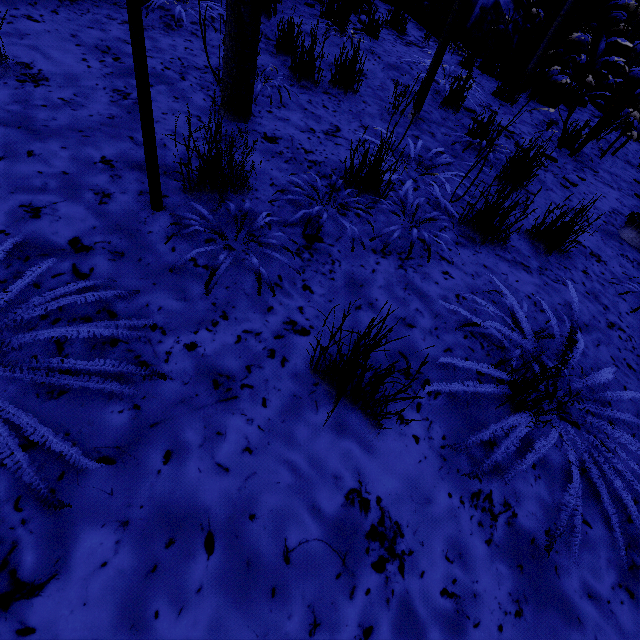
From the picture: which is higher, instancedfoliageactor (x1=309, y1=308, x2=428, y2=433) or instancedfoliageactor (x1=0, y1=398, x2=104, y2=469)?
instancedfoliageactor (x1=309, y1=308, x2=428, y2=433)

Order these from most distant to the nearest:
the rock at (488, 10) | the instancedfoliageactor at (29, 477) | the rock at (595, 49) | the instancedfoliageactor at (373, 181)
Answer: the rock at (595, 49) < the rock at (488, 10) < the instancedfoliageactor at (373, 181) < the instancedfoliageactor at (29, 477)

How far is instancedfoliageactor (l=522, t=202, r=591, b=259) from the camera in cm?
229

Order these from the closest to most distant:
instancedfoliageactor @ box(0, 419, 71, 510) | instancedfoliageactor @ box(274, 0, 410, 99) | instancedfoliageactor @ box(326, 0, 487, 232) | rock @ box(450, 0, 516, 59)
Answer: instancedfoliageactor @ box(0, 419, 71, 510), instancedfoliageactor @ box(326, 0, 487, 232), instancedfoliageactor @ box(274, 0, 410, 99), rock @ box(450, 0, 516, 59)

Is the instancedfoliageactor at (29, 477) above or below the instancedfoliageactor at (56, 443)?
above

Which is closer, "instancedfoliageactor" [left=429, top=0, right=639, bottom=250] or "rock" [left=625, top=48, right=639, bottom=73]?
"instancedfoliageactor" [left=429, top=0, right=639, bottom=250]

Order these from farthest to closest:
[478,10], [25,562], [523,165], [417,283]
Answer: [478,10] → [523,165] → [417,283] → [25,562]
